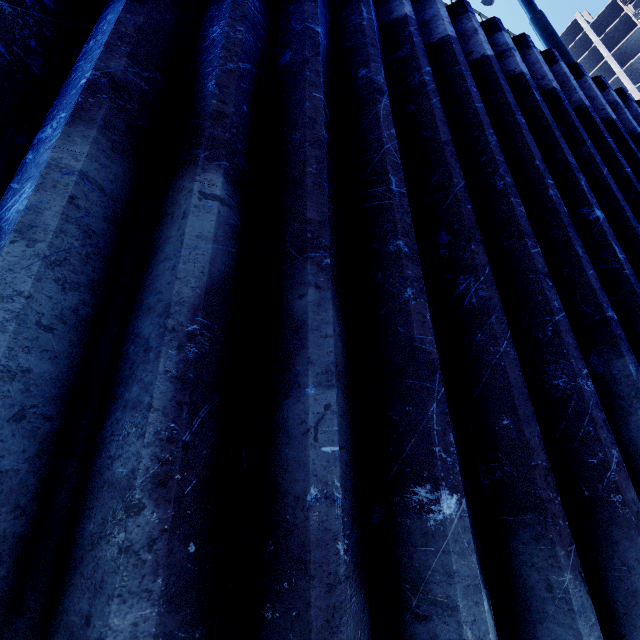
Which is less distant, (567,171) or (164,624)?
(164,624)
